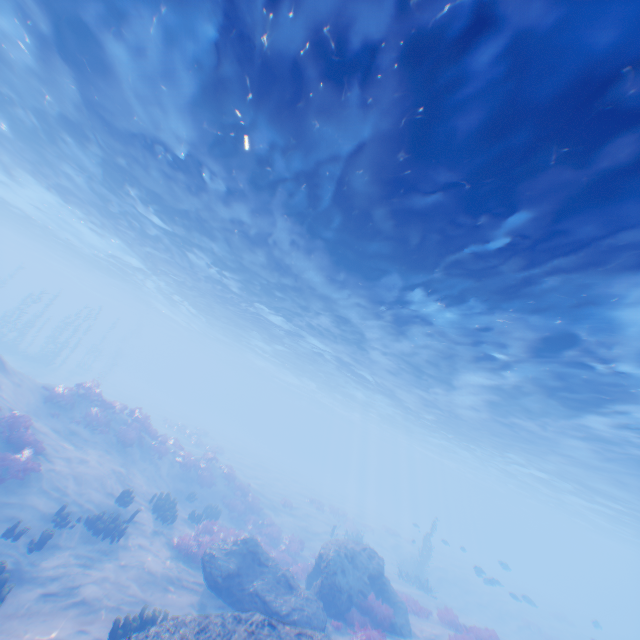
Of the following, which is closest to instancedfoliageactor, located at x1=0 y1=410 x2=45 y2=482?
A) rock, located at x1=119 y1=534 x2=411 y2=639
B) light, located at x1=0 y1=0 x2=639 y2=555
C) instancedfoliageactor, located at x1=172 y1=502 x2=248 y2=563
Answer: rock, located at x1=119 y1=534 x2=411 y2=639

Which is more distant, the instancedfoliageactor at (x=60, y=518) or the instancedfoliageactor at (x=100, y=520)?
the instancedfoliageactor at (x=100, y=520)

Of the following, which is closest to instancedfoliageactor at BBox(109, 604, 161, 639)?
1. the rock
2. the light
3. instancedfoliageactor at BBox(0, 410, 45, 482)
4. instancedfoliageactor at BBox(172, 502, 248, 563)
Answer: instancedfoliageactor at BBox(0, 410, 45, 482)

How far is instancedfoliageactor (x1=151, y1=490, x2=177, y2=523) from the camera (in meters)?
15.14

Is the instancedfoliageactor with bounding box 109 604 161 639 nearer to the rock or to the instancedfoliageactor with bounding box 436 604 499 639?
the instancedfoliageactor with bounding box 436 604 499 639

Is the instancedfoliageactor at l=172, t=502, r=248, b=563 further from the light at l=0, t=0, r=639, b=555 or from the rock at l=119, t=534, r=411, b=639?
the light at l=0, t=0, r=639, b=555

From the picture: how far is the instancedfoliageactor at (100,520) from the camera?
11.74m

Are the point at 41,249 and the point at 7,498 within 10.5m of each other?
no
